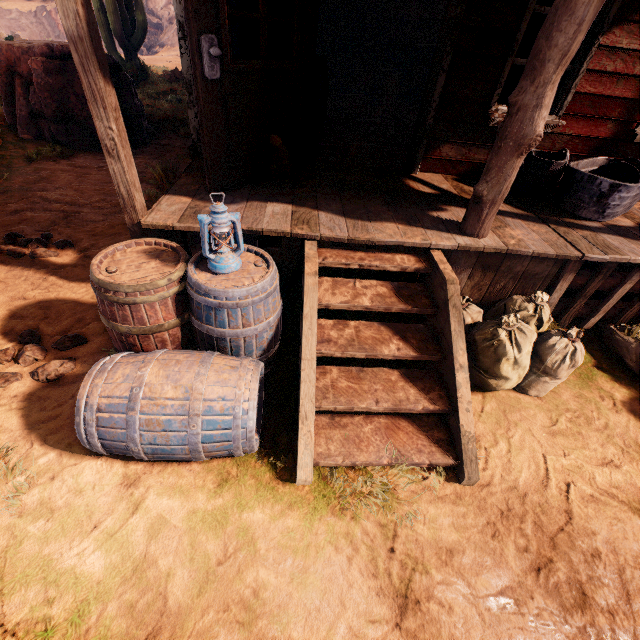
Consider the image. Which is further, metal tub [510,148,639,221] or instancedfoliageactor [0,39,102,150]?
instancedfoliageactor [0,39,102,150]

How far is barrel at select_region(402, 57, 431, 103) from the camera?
9.0m

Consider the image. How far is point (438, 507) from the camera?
2.14m

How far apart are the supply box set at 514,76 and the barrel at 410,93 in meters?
0.9 m

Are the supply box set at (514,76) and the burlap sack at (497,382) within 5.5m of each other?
no

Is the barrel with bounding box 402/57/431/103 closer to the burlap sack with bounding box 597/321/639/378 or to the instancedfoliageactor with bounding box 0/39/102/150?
the instancedfoliageactor with bounding box 0/39/102/150

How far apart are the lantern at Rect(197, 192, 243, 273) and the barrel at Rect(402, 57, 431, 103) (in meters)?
9.94

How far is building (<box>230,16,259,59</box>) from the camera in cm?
330
